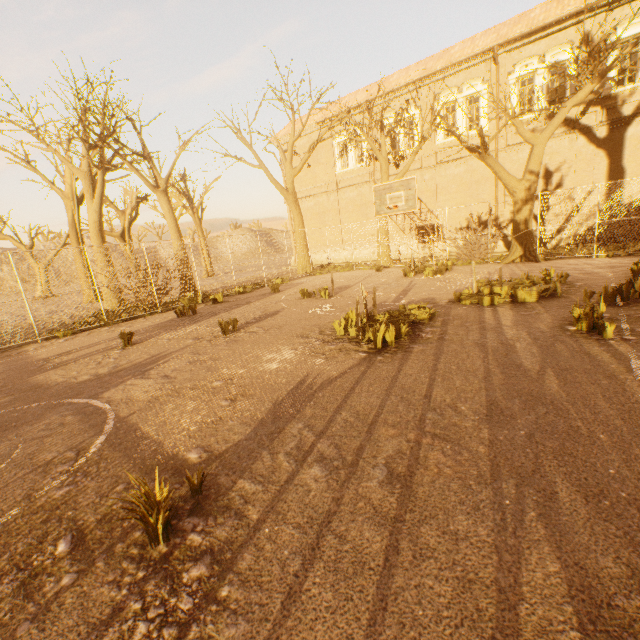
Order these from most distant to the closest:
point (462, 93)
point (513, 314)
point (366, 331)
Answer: point (462, 93) → point (513, 314) → point (366, 331)

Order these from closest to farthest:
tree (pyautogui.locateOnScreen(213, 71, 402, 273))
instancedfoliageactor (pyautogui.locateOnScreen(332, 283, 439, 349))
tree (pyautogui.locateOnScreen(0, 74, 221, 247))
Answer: instancedfoliageactor (pyautogui.locateOnScreen(332, 283, 439, 349)) → tree (pyautogui.locateOnScreen(0, 74, 221, 247)) → tree (pyautogui.locateOnScreen(213, 71, 402, 273))

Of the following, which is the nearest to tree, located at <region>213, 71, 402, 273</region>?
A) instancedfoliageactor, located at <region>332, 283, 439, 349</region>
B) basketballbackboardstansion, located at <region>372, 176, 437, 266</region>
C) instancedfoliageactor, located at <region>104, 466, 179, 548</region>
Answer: basketballbackboardstansion, located at <region>372, 176, 437, 266</region>

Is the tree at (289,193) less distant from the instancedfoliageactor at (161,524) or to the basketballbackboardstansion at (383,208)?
the basketballbackboardstansion at (383,208)

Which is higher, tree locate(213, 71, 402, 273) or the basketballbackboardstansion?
tree locate(213, 71, 402, 273)

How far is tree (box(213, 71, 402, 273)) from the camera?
18.3 meters

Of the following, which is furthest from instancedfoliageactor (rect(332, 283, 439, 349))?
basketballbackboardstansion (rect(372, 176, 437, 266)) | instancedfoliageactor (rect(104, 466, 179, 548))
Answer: basketballbackboardstansion (rect(372, 176, 437, 266))

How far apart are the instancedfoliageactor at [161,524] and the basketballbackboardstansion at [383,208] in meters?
11.5
